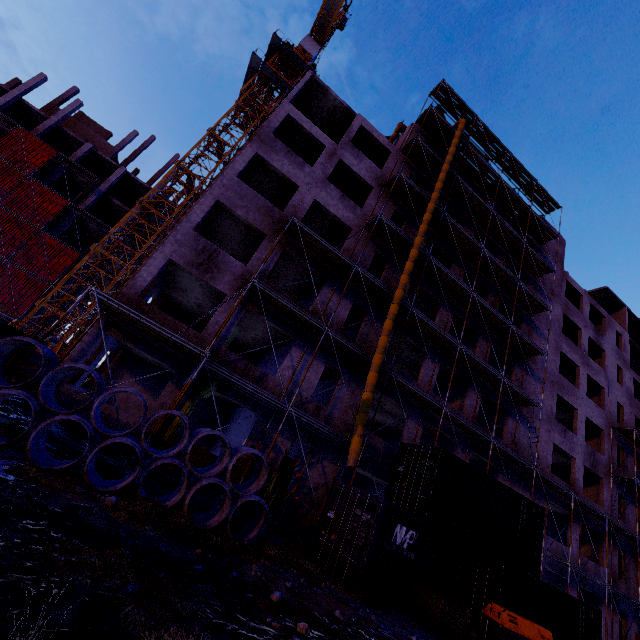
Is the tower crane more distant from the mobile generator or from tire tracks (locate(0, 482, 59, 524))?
the mobile generator

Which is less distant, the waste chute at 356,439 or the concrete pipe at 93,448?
the concrete pipe at 93,448

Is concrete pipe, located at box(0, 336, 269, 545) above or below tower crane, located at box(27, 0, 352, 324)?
below

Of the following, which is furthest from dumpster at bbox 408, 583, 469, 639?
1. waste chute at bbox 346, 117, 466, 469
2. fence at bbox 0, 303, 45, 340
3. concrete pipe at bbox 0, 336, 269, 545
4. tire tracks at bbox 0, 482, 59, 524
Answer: fence at bbox 0, 303, 45, 340

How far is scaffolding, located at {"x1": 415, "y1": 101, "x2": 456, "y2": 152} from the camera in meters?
23.8

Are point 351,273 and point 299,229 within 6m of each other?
yes

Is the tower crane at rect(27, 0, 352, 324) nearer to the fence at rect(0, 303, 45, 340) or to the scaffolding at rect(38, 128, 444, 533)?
the fence at rect(0, 303, 45, 340)

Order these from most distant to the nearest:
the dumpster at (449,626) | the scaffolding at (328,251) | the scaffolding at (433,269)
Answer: the scaffolding at (433,269) → the scaffolding at (328,251) → the dumpster at (449,626)
